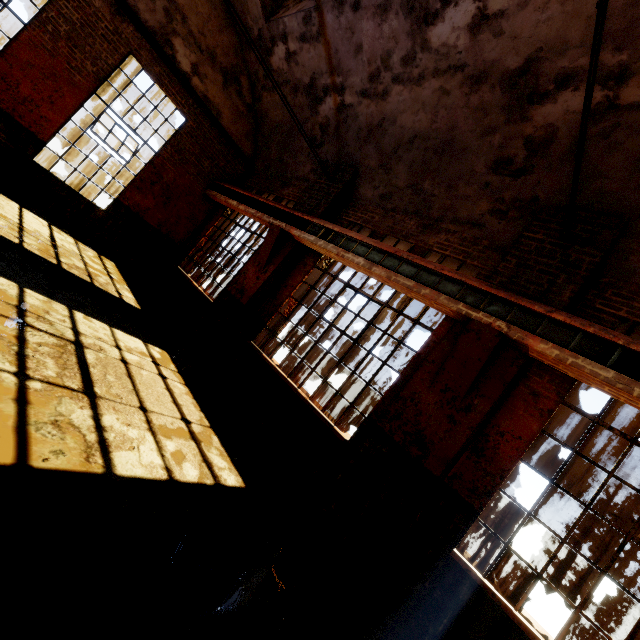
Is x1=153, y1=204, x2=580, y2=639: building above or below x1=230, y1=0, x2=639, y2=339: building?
below

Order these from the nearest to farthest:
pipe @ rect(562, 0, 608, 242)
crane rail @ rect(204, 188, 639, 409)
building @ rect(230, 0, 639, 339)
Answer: pipe @ rect(562, 0, 608, 242) → crane rail @ rect(204, 188, 639, 409) → building @ rect(230, 0, 639, 339)

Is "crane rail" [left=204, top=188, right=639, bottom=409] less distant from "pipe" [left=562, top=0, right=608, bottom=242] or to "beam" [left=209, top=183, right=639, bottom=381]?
"beam" [left=209, top=183, right=639, bottom=381]

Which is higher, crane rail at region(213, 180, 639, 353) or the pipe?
the pipe

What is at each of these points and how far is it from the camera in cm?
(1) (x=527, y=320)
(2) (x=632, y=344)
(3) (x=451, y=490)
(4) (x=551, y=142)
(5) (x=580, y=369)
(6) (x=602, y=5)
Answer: (1) beam, 390
(2) crane rail, 326
(3) building, 402
(4) building, 453
(5) crane rail, 337
(6) pipe, 231

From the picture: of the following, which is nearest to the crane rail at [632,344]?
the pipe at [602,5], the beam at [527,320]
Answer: the beam at [527,320]

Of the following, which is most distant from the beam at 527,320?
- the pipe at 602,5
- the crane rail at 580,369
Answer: the pipe at 602,5

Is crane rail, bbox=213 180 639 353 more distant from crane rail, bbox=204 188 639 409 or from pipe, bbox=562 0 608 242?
pipe, bbox=562 0 608 242
